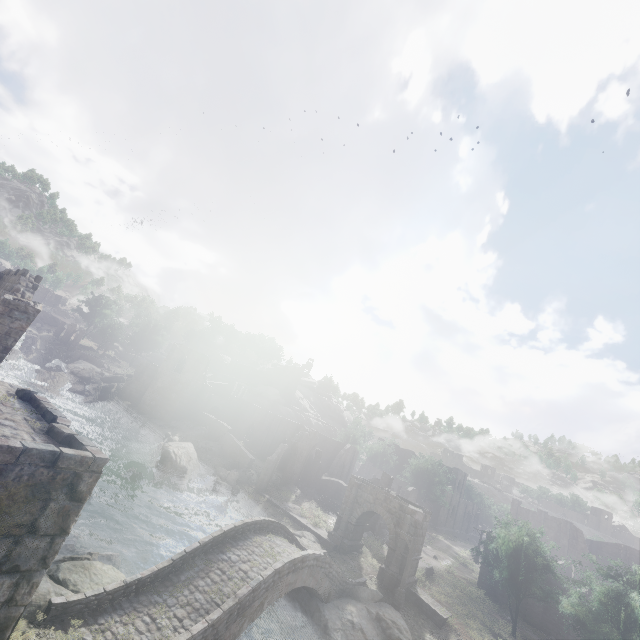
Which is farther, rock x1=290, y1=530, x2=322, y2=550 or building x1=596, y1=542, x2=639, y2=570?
building x1=596, y1=542, x2=639, y2=570

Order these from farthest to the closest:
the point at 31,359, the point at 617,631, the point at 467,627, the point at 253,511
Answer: the point at 31,359 < the point at 253,511 < the point at 467,627 < the point at 617,631

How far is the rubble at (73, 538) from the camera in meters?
15.7 m

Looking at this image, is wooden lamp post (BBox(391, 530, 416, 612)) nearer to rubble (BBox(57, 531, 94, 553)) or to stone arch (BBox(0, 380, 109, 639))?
stone arch (BBox(0, 380, 109, 639))

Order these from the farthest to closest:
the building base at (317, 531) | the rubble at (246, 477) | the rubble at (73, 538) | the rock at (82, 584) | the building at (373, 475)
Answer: the building at (373, 475), the rubble at (246, 477), the building base at (317, 531), the rubble at (73, 538), the rock at (82, 584)

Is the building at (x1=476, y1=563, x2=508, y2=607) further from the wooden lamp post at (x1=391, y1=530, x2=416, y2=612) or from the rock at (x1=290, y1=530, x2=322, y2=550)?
the wooden lamp post at (x1=391, y1=530, x2=416, y2=612)

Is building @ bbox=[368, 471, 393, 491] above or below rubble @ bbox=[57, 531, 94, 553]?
above

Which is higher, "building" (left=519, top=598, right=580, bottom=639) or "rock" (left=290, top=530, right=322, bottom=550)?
"building" (left=519, top=598, right=580, bottom=639)
